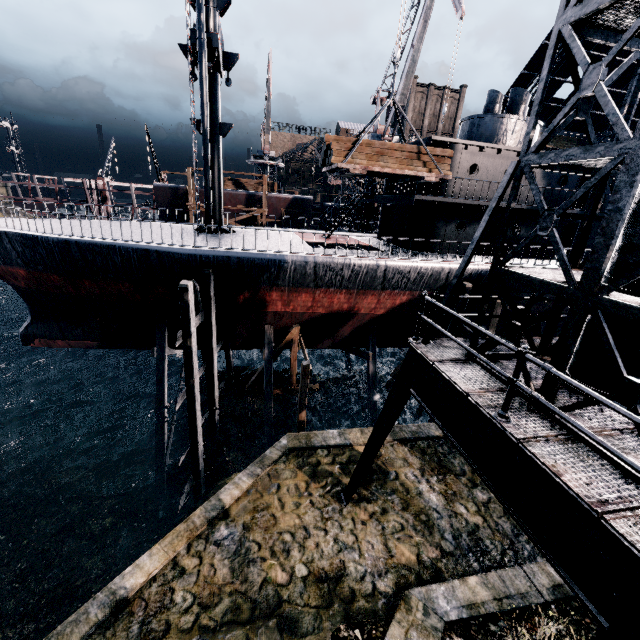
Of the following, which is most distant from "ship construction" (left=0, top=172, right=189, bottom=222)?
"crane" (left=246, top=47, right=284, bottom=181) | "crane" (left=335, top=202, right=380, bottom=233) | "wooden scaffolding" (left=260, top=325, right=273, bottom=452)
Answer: "wooden scaffolding" (left=260, top=325, right=273, bottom=452)

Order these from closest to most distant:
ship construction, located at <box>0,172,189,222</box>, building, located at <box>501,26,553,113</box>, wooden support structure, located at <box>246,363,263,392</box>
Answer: wooden support structure, located at <box>246,363,263,392</box> → building, located at <box>501,26,553,113</box> → ship construction, located at <box>0,172,189,222</box>

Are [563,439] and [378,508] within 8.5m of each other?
yes

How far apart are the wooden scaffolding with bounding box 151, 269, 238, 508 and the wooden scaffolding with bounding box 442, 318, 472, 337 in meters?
12.4 m

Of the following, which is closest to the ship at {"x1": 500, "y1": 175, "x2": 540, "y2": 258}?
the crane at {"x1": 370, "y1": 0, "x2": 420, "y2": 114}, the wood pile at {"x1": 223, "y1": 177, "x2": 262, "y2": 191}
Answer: the crane at {"x1": 370, "y1": 0, "x2": 420, "y2": 114}

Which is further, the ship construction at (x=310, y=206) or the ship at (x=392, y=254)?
the ship construction at (x=310, y=206)

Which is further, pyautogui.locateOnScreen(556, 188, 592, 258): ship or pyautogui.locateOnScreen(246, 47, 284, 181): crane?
pyautogui.locateOnScreen(246, 47, 284, 181): crane

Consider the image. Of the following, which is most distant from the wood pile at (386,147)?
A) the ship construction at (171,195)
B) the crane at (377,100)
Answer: the ship construction at (171,195)
